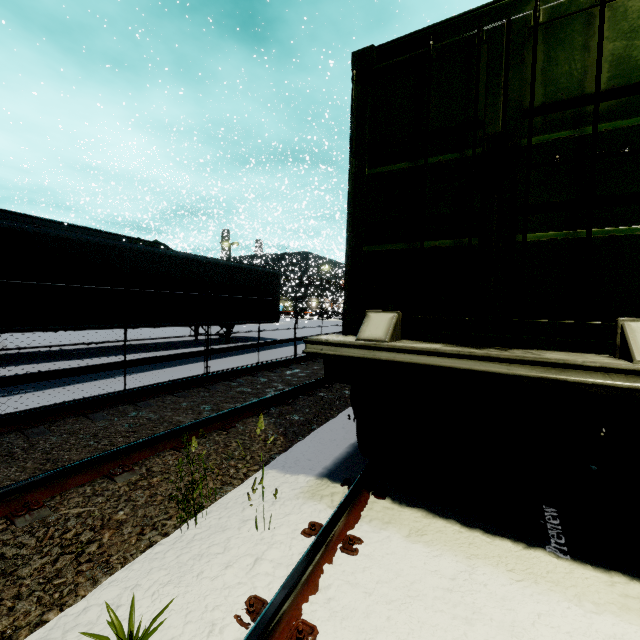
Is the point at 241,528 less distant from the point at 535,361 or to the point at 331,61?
the point at 535,361

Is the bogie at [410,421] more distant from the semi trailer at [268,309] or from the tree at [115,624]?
the semi trailer at [268,309]

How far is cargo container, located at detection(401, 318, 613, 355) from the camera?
2.2m

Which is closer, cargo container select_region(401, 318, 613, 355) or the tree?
the tree

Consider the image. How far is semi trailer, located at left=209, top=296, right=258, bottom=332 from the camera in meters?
13.6

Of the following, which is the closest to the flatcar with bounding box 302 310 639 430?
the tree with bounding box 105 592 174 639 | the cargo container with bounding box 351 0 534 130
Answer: the cargo container with bounding box 351 0 534 130

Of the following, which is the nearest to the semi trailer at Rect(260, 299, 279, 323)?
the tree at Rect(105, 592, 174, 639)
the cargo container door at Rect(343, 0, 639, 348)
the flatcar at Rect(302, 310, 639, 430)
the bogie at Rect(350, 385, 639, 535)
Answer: the flatcar at Rect(302, 310, 639, 430)

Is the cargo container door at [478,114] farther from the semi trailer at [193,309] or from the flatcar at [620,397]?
the semi trailer at [193,309]
